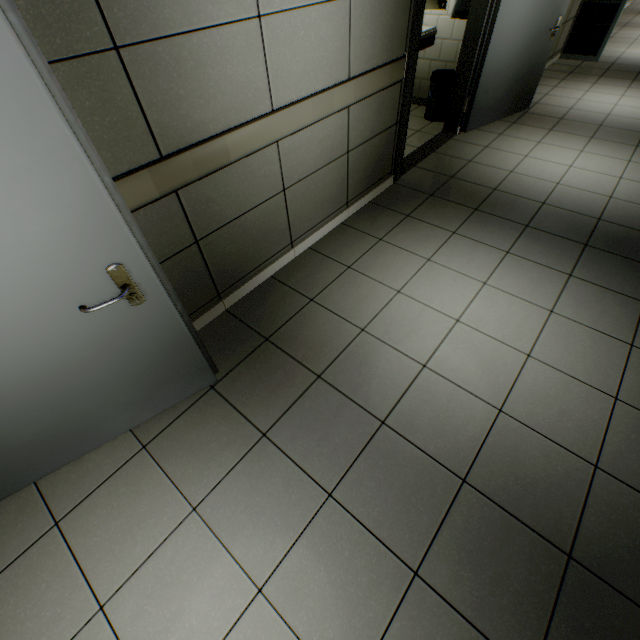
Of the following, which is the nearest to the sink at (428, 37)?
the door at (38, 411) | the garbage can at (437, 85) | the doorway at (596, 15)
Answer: the garbage can at (437, 85)

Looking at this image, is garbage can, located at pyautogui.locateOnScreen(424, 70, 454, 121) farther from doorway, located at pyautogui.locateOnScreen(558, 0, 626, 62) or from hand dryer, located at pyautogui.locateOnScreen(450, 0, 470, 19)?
doorway, located at pyautogui.locateOnScreen(558, 0, 626, 62)

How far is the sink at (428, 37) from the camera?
4.4 meters

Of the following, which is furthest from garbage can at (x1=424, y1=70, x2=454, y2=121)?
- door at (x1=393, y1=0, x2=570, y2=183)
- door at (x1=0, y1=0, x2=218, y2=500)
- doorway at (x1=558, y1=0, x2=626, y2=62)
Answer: door at (x1=0, y1=0, x2=218, y2=500)

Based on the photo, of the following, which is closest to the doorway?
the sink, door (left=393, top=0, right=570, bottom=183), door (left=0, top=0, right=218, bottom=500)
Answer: door (left=393, top=0, right=570, bottom=183)

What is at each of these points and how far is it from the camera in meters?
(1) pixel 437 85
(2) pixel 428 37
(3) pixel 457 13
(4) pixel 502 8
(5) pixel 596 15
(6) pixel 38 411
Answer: (1) garbage can, 4.5
(2) sink, 4.5
(3) hand dryer, 3.7
(4) door, 3.5
(5) doorway, 6.1
(6) door, 1.5

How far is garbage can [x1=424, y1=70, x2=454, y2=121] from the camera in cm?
447

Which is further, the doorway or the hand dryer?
the doorway
